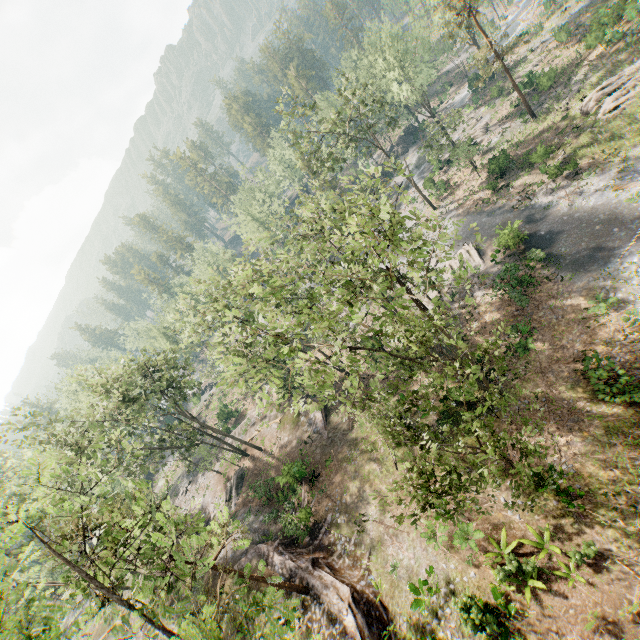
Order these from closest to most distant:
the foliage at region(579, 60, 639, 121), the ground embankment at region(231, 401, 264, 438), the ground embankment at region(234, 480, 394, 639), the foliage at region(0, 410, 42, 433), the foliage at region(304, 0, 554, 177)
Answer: the ground embankment at region(234, 480, 394, 639) → the foliage at region(0, 410, 42, 433) → the foliage at region(579, 60, 639, 121) → the foliage at region(304, 0, 554, 177) → the ground embankment at region(231, 401, 264, 438)

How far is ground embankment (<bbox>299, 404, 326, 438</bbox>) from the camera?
31.35m

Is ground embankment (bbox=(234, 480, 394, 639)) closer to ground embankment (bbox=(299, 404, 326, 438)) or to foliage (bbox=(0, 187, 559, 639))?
foliage (bbox=(0, 187, 559, 639))

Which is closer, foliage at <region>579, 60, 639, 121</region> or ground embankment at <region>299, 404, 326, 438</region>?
foliage at <region>579, 60, 639, 121</region>

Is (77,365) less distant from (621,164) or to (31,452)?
(31,452)

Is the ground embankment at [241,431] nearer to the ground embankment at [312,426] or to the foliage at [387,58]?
the foliage at [387,58]

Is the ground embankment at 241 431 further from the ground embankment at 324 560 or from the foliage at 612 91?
the ground embankment at 324 560

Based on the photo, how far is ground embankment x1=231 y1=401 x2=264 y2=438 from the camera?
41.3m
